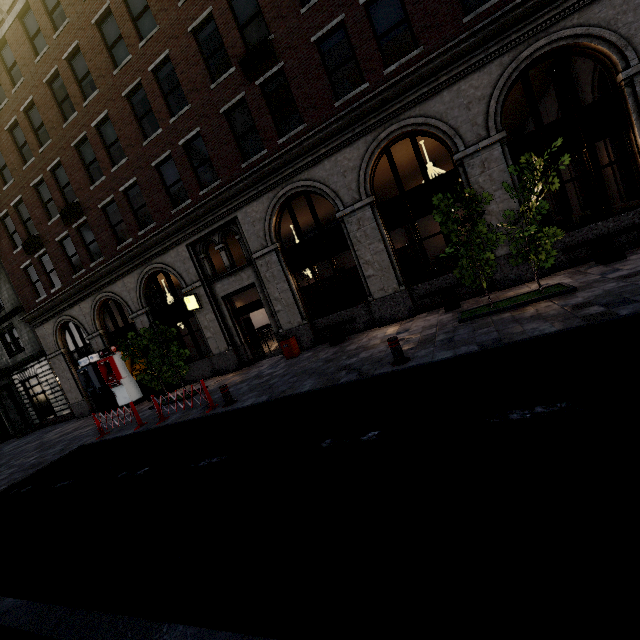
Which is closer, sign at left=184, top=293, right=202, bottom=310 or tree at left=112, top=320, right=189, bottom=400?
tree at left=112, top=320, right=189, bottom=400

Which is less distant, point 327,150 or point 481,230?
point 481,230

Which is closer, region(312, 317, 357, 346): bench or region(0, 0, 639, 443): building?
region(0, 0, 639, 443): building

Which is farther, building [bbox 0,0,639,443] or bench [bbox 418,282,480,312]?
bench [bbox 418,282,480,312]

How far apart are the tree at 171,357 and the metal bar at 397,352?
8.9 meters

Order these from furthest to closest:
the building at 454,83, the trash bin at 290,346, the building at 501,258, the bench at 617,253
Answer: the trash bin at 290,346 < the building at 501,258 < the building at 454,83 < the bench at 617,253

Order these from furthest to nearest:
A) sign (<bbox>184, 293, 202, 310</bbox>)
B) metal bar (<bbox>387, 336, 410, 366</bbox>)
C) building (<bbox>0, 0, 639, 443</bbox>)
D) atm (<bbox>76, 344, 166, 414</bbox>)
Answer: atm (<bbox>76, 344, 166, 414</bbox>)
sign (<bbox>184, 293, 202, 310</bbox>)
building (<bbox>0, 0, 639, 443</bbox>)
metal bar (<bbox>387, 336, 410, 366</bbox>)

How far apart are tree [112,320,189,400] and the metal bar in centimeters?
886cm
